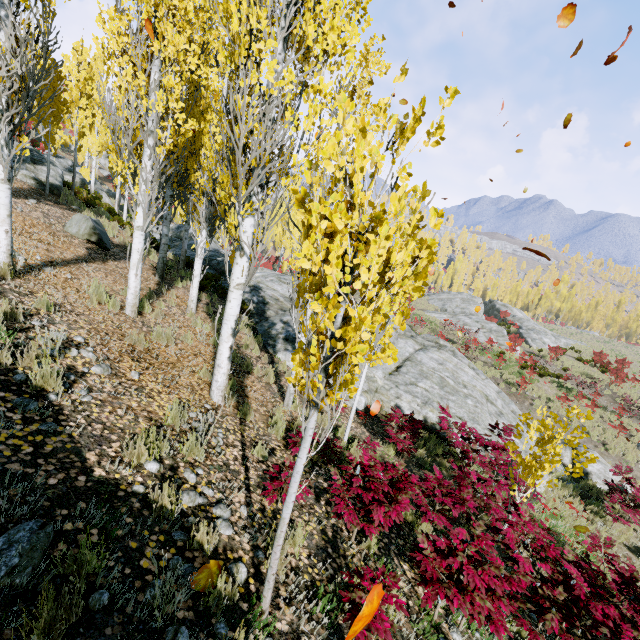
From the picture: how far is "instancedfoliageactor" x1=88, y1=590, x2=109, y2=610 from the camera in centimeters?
204cm

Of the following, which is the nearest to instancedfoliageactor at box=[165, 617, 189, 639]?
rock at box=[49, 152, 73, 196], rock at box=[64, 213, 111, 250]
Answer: rock at box=[49, 152, 73, 196]

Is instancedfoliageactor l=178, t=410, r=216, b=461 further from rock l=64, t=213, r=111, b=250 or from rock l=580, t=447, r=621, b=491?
rock l=64, t=213, r=111, b=250

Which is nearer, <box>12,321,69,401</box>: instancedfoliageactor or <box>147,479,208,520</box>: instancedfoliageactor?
<box>147,479,208,520</box>: instancedfoliageactor

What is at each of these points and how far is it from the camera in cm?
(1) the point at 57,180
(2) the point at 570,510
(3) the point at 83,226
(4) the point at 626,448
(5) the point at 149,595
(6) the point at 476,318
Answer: (1) rock, 1448
(2) instancedfoliageactor, 984
(3) rock, 1059
(4) instancedfoliageactor, 1677
(5) instancedfoliageactor, 226
(6) rock, 3491

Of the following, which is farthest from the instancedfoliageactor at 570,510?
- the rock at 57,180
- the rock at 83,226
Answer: the rock at 83,226

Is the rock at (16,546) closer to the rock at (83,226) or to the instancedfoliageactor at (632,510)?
the instancedfoliageactor at (632,510)
